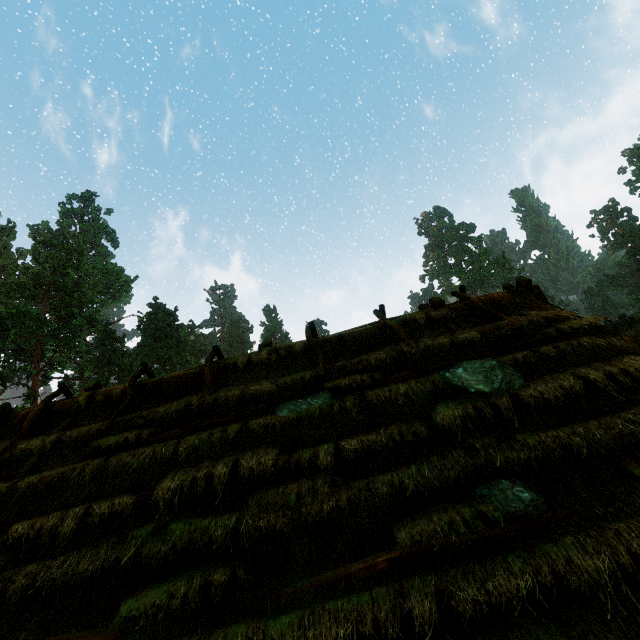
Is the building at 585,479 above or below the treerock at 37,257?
below

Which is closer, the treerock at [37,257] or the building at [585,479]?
the building at [585,479]

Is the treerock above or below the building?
above

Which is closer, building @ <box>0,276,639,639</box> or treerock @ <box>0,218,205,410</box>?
building @ <box>0,276,639,639</box>

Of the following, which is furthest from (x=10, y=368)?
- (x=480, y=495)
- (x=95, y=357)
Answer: (x=480, y=495)
